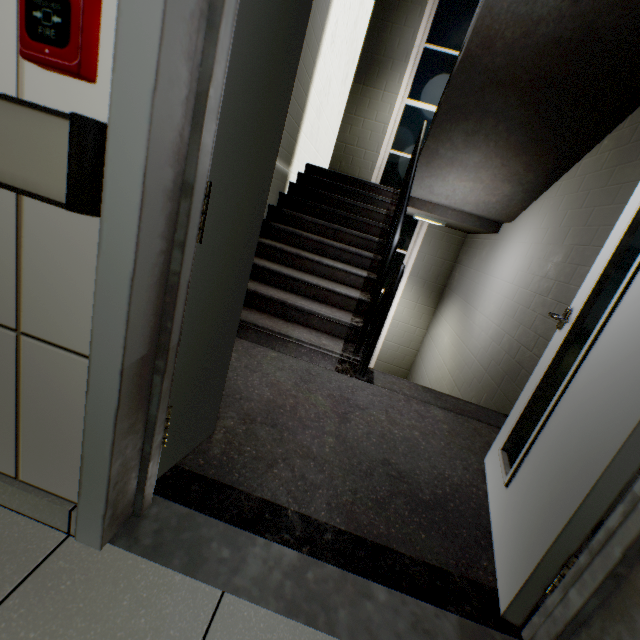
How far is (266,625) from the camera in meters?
0.9

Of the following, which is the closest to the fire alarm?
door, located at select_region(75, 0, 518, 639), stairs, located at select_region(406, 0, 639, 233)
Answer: door, located at select_region(75, 0, 518, 639)

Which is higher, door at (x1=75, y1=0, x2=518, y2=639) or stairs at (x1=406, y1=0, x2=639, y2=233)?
stairs at (x1=406, y1=0, x2=639, y2=233)

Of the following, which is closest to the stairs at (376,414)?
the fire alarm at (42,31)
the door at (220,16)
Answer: the door at (220,16)

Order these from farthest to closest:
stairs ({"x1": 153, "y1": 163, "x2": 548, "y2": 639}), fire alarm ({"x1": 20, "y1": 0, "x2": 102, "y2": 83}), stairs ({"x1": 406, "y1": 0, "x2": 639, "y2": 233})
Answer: stairs ({"x1": 406, "y1": 0, "x2": 639, "y2": 233})
stairs ({"x1": 153, "y1": 163, "x2": 548, "y2": 639})
fire alarm ({"x1": 20, "y1": 0, "x2": 102, "y2": 83})

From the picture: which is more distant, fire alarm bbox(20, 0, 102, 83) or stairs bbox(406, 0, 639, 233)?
stairs bbox(406, 0, 639, 233)
